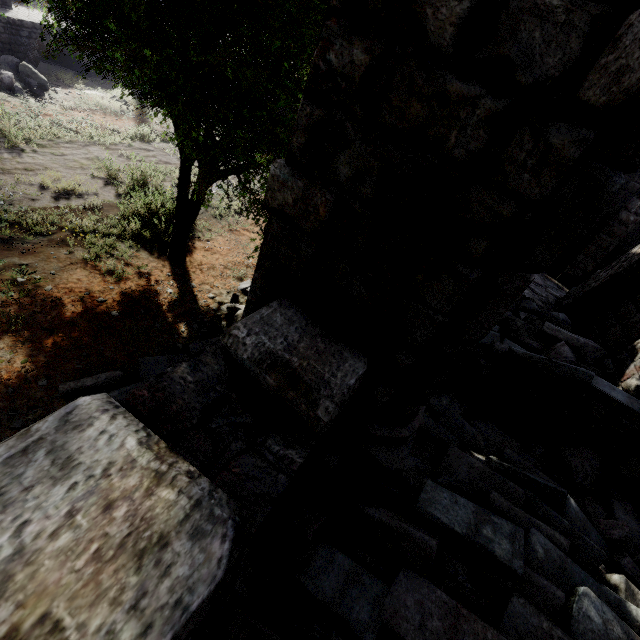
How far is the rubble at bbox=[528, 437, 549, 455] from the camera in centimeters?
523cm

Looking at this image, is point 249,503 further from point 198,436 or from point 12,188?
point 12,188

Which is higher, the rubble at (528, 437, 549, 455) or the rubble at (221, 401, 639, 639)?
the rubble at (221, 401, 639, 639)

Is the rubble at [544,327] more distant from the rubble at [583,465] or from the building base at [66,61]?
the building base at [66,61]

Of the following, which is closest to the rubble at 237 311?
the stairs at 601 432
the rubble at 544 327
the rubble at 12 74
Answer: the stairs at 601 432

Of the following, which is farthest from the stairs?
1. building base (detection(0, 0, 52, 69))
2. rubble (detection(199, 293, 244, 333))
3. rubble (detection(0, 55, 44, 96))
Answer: building base (detection(0, 0, 52, 69))

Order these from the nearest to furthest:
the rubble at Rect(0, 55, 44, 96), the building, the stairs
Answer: the building
the stairs
the rubble at Rect(0, 55, 44, 96)

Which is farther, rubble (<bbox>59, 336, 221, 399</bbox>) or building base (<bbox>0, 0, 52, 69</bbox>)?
building base (<bbox>0, 0, 52, 69</bbox>)
